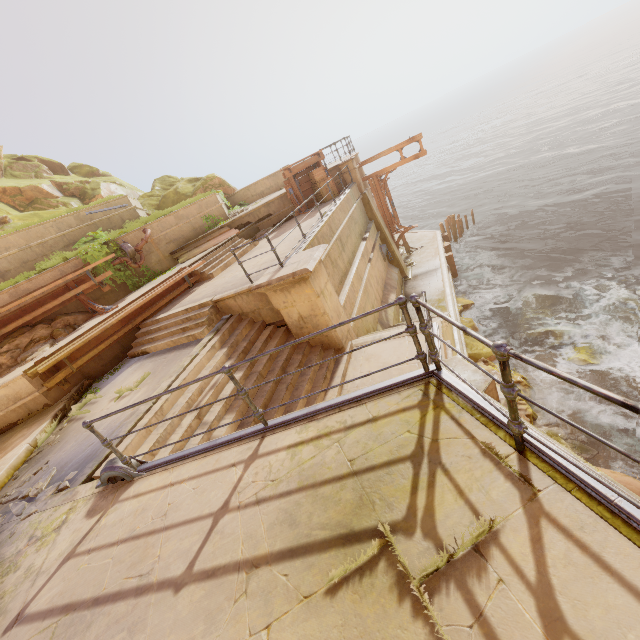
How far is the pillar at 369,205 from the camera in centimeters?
1666cm

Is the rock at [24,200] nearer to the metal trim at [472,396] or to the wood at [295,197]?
the wood at [295,197]

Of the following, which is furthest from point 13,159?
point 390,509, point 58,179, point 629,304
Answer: point 629,304

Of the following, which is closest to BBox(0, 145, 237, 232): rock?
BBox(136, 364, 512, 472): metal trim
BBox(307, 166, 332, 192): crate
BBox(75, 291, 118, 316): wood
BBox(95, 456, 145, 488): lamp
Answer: BBox(75, 291, 118, 316): wood

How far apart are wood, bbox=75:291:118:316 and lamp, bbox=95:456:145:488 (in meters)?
7.22

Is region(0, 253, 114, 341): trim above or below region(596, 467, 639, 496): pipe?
above

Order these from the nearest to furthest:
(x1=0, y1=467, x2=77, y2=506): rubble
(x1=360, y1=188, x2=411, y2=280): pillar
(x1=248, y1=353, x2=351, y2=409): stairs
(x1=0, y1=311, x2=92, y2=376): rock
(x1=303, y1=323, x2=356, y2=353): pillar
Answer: (x1=0, y1=467, x2=77, y2=506): rubble
(x1=248, y1=353, x2=351, y2=409): stairs
(x1=303, y1=323, x2=356, y2=353): pillar
(x1=0, y1=311, x2=92, y2=376): rock
(x1=360, y1=188, x2=411, y2=280): pillar

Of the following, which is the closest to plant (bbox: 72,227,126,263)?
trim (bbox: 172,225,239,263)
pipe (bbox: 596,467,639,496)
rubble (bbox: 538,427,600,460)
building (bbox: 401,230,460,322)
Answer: trim (bbox: 172,225,239,263)
